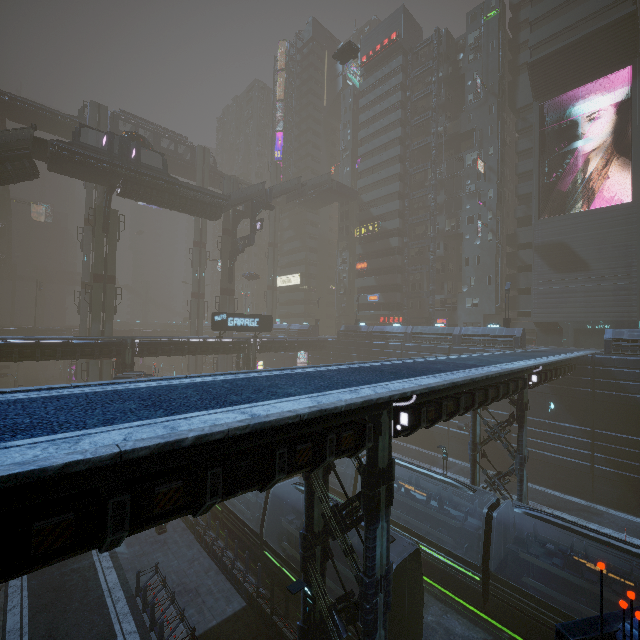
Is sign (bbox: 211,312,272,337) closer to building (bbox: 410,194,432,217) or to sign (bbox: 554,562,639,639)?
building (bbox: 410,194,432,217)

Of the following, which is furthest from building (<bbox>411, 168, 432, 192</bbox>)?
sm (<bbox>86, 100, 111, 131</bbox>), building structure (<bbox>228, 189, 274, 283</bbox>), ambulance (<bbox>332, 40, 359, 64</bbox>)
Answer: ambulance (<bbox>332, 40, 359, 64</bbox>)

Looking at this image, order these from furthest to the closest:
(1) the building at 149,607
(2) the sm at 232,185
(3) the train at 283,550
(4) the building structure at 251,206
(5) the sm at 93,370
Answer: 1. (2) the sm at 232,185
2. (4) the building structure at 251,206
3. (5) the sm at 93,370
4. (3) the train at 283,550
5. (1) the building at 149,607

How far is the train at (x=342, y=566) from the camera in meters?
13.3

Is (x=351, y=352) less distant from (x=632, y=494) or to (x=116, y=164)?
(x=632, y=494)

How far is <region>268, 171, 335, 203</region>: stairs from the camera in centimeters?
4834cm

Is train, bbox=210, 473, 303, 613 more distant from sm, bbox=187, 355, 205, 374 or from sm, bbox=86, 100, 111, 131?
sm, bbox=187, 355, 205, 374

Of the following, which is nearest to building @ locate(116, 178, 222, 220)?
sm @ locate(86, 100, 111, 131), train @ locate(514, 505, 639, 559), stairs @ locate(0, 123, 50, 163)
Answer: sm @ locate(86, 100, 111, 131)
